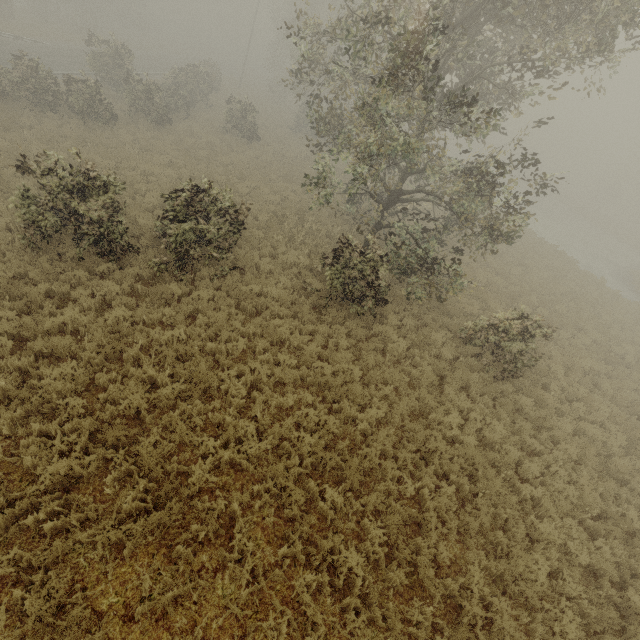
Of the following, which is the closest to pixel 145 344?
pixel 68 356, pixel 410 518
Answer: pixel 68 356
